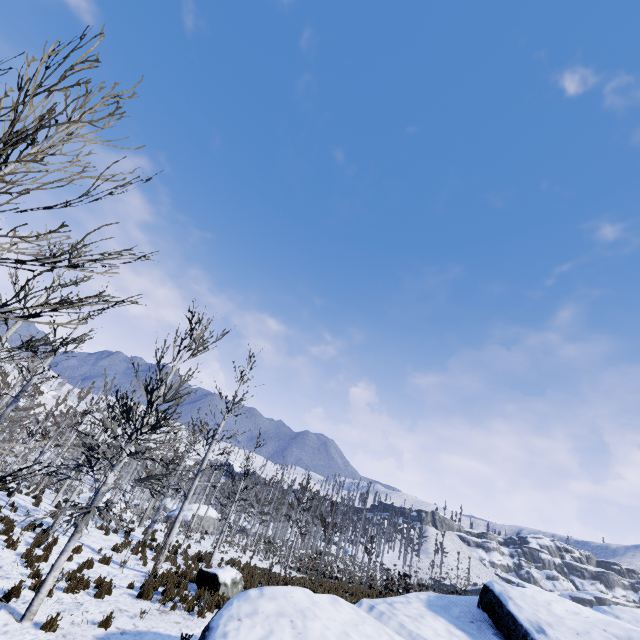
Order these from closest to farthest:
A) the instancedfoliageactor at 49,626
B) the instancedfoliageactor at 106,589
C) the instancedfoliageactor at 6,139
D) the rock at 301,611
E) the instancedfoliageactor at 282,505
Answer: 1. the instancedfoliageactor at 6,139
2. the instancedfoliageactor at 282,505
3. the rock at 301,611
4. the instancedfoliageactor at 49,626
5. the instancedfoliageactor at 106,589

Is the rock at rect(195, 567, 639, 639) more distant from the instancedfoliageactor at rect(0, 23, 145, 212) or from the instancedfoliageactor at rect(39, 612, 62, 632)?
the instancedfoliageactor at rect(39, 612, 62, 632)

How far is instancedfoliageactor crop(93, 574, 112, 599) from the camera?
9.54m

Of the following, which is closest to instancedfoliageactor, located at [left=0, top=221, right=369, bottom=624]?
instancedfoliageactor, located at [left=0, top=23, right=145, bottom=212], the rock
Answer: the rock

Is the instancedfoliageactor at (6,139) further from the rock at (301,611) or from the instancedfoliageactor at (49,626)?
the instancedfoliageactor at (49,626)

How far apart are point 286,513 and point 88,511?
15.1m

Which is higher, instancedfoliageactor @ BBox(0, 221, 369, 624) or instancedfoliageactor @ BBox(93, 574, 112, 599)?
instancedfoliageactor @ BBox(0, 221, 369, 624)
